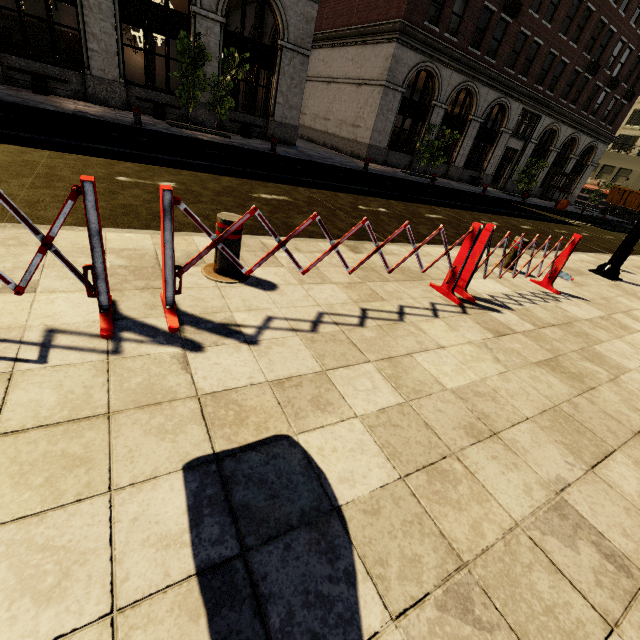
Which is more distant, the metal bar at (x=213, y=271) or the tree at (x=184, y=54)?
the tree at (x=184, y=54)

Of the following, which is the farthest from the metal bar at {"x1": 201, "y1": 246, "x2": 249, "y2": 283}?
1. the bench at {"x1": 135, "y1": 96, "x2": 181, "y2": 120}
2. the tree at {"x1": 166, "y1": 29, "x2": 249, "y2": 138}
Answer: the bench at {"x1": 135, "y1": 96, "x2": 181, "y2": 120}

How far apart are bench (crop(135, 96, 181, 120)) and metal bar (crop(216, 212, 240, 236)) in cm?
1496

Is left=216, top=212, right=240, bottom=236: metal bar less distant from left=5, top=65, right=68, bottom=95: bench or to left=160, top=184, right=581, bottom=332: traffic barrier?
left=160, top=184, right=581, bottom=332: traffic barrier

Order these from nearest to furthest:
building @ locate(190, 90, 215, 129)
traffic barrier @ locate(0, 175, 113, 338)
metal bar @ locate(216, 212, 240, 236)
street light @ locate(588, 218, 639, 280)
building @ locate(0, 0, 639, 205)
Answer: traffic barrier @ locate(0, 175, 113, 338), metal bar @ locate(216, 212, 240, 236), street light @ locate(588, 218, 639, 280), building @ locate(0, 0, 639, 205), building @ locate(190, 90, 215, 129)

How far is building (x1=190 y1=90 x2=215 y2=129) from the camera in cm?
1518

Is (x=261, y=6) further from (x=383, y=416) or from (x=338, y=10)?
(x=383, y=416)

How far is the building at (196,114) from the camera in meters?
15.2 m
